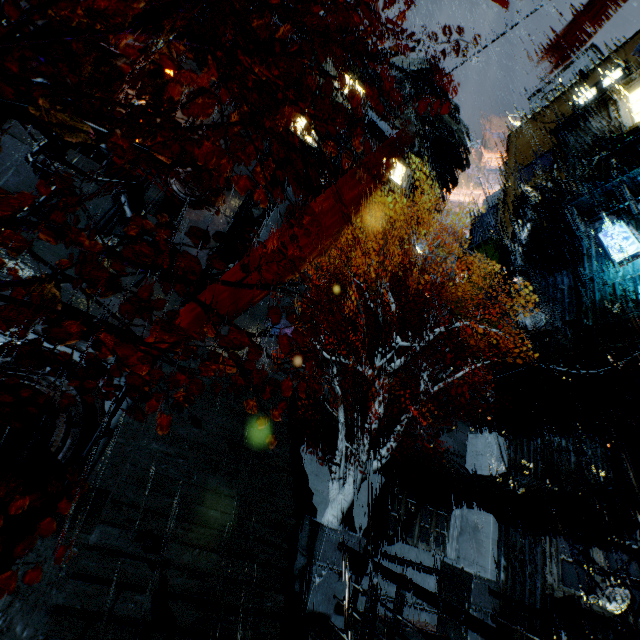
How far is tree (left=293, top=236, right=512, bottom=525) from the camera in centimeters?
1101cm

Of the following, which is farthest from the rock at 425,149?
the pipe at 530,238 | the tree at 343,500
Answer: the tree at 343,500

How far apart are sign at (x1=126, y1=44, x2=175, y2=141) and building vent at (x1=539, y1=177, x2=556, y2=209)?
27.7 meters

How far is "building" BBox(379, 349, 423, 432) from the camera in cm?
1619

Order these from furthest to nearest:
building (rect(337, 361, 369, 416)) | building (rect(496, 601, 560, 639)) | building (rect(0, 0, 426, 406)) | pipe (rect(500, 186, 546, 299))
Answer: pipe (rect(500, 186, 546, 299))
building (rect(0, 0, 426, 406))
building (rect(337, 361, 369, 416))
building (rect(496, 601, 560, 639))

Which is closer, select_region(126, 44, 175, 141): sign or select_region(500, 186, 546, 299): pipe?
select_region(126, 44, 175, 141): sign

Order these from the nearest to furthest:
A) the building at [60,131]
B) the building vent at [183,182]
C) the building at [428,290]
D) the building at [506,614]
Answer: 1. the building at [506,614]
2. the building at [60,131]
3. the building vent at [183,182]
4. the building at [428,290]

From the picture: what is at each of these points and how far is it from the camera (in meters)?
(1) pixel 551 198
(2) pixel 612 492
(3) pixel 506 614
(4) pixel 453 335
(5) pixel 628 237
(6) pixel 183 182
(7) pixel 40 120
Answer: (1) building vent, 23.97
(2) building, 12.00
(3) building, 13.38
(4) building, 29.19
(5) sign, 13.79
(6) building vent, 22.58
(7) tree, 2.59
